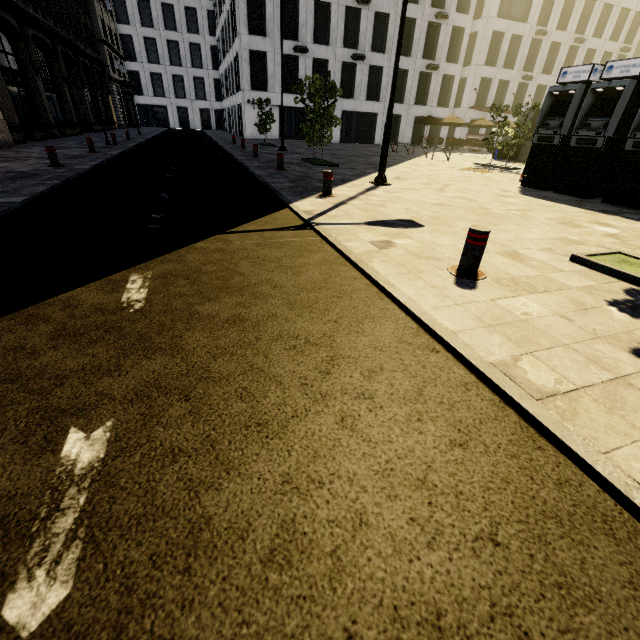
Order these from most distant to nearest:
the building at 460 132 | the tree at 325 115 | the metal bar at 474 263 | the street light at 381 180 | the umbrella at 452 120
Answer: the building at 460 132 → the umbrella at 452 120 → the tree at 325 115 → the street light at 381 180 → the metal bar at 474 263

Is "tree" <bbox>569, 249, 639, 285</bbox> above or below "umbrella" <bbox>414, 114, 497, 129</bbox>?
below

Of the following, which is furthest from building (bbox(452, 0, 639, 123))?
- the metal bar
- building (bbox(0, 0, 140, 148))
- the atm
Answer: the metal bar

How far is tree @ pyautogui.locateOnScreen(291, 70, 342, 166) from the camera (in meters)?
12.12

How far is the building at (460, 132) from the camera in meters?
38.7 m

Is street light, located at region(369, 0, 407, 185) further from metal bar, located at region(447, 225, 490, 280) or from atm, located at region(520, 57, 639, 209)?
metal bar, located at region(447, 225, 490, 280)

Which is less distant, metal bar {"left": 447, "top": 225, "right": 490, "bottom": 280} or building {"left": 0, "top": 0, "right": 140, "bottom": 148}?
metal bar {"left": 447, "top": 225, "right": 490, "bottom": 280}

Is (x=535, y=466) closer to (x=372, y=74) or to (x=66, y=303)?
(x=66, y=303)
